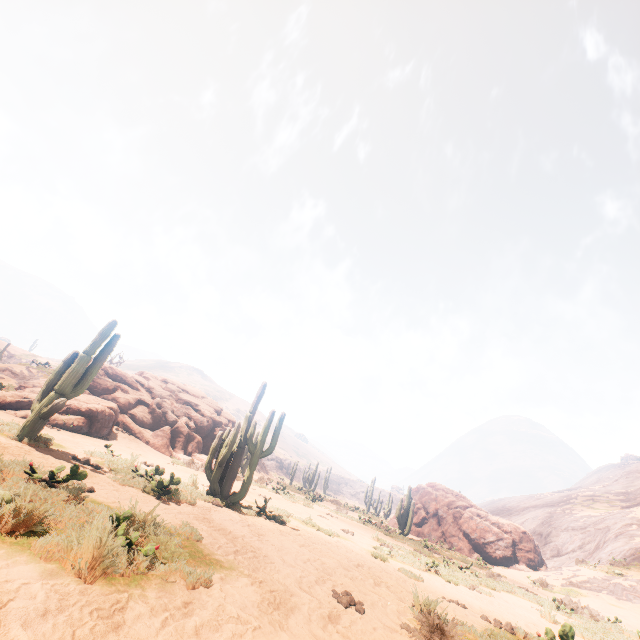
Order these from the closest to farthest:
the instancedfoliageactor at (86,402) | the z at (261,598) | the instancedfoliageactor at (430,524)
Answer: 1. the z at (261,598)
2. the instancedfoliageactor at (86,402)
3. the instancedfoliageactor at (430,524)

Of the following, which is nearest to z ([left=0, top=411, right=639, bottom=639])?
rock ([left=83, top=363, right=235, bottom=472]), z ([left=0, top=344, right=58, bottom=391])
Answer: rock ([left=83, top=363, right=235, bottom=472])

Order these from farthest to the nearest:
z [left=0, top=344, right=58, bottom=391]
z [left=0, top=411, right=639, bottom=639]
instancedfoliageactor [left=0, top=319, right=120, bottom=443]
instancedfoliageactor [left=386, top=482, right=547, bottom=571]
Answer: instancedfoliageactor [left=386, top=482, right=547, bottom=571] < z [left=0, top=344, right=58, bottom=391] < instancedfoliageactor [left=0, top=319, right=120, bottom=443] < z [left=0, top=411, right=639, bottom=639]

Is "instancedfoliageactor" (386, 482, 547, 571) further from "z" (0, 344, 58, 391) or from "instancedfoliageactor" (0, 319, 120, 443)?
"z" (0, 344, 58, 391)

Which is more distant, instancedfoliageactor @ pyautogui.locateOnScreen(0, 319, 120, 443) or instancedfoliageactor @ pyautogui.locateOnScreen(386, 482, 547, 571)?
instancedfoliageactor @ pyautogui.locateOnScreen(386, 482, 547, 571)

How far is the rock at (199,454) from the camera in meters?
18.2 m

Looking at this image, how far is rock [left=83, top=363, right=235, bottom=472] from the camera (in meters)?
18.16

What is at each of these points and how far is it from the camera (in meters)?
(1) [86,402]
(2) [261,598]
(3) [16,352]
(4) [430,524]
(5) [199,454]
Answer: (1) instancedfoliageactor, 14.70
(2) z, 3.81
(3) z, 48.97
(4) instancedfoliageactor, 27.02
(5) rock, 19.36
